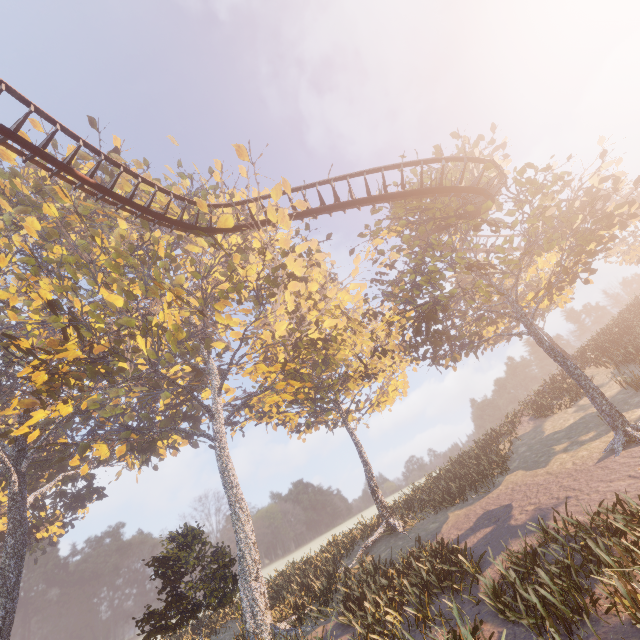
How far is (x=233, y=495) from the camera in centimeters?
1877cm

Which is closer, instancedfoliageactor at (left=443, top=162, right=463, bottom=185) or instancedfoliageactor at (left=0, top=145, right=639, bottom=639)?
instancedfoliageactor at (left=0, top=145, right=639, bottom=639)

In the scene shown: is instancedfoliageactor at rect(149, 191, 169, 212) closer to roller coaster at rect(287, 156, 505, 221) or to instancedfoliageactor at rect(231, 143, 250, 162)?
roller coaster at rect(287, 156, 505, 221)

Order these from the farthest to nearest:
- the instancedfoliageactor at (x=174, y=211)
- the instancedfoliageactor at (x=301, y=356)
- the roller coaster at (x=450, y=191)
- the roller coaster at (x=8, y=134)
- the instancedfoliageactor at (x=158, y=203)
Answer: the instancedfoliageactor at (x=174, y=211), the instancedfoliageactor at (x=158, y=203), the roller coaster at (x=450, y=191), the instancedfoliageactor at (x=301, y=356), the roller coaster at (x=8, y=134)

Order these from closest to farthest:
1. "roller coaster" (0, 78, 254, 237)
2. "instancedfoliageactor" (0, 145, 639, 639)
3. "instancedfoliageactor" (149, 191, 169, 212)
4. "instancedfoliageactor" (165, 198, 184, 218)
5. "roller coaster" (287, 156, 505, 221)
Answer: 1. "roller coaster" (0, 78, 254, 237)
2. "instancedfoliageactor" (0, 145, 639, 639)
3. "roller coaster" (287, 156, 505, 221)
4. "instancedfoliageactor" (149, 191, 169, 212)
5. "instancedfoliageactor" (165, 198, 184, 218)

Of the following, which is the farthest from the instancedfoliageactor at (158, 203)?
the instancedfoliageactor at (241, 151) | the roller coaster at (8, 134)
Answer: the instancedfoliageactor at (241, 151)

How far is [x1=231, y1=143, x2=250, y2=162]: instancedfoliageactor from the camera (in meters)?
15.71

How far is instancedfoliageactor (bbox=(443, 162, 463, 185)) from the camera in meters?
17.4
